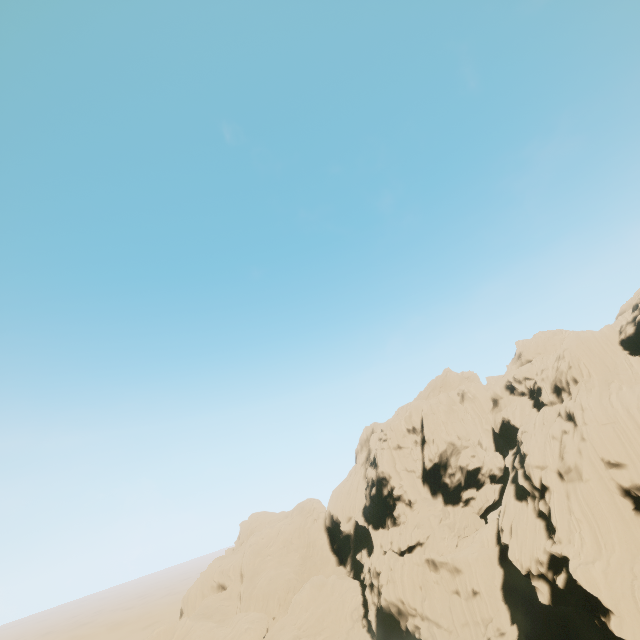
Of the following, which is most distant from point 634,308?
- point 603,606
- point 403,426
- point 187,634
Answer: point 187,634
